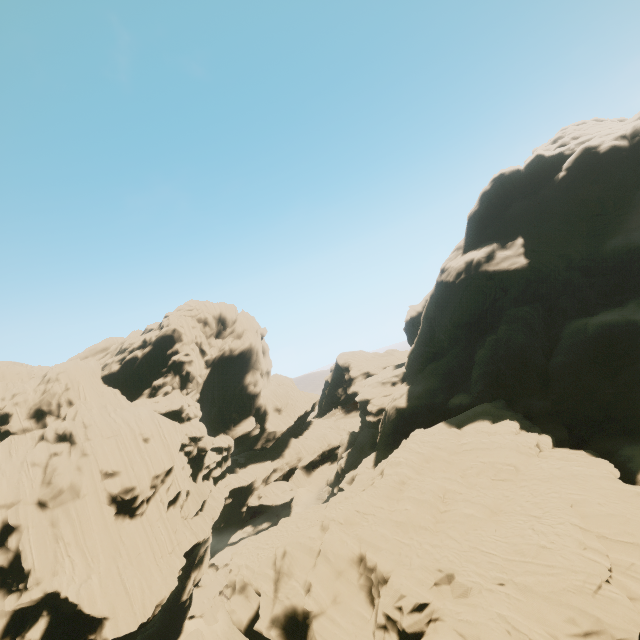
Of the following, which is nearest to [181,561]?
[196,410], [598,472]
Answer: [196,410]
